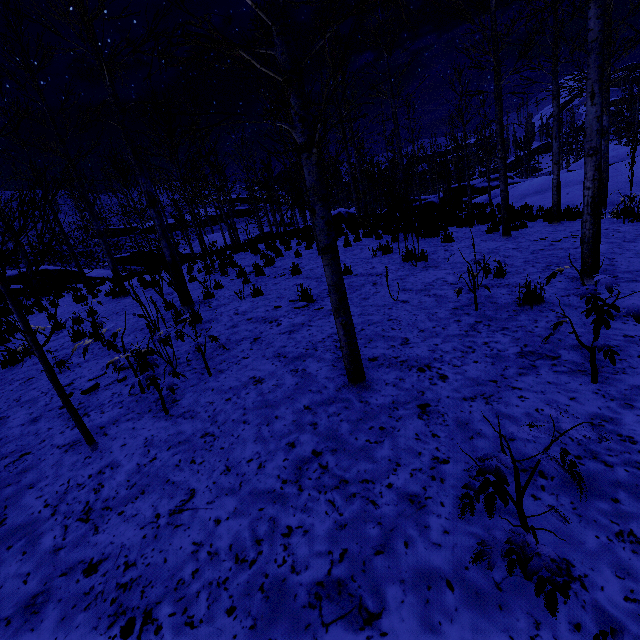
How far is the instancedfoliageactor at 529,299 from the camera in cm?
442

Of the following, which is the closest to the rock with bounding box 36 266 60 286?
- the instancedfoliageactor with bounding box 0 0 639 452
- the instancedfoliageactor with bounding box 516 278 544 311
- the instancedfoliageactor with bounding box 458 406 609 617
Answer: the instancedfoliageactor with bounding box 0 0 639 452

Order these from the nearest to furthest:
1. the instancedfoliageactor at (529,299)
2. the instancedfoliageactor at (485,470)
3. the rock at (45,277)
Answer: the instancedfoliageactor at (485,470), the instancedfoliageactor at (529,299), the rock at (45,277)

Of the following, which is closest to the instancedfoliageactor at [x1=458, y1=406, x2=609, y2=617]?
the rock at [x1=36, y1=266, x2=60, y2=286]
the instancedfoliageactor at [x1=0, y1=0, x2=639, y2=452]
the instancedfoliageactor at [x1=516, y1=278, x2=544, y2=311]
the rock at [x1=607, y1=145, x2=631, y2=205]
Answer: the instancedfoliageactor at [x1=0, y1=0, x2=639, y2=452]

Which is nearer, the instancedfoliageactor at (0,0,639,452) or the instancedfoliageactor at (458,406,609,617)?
the instancedfoliageactor at (458,406,609,617)

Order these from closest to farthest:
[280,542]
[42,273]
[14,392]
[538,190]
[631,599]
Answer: Result:
[631,599]
[280,542]
[14,392]
[538,190]
[42,273]

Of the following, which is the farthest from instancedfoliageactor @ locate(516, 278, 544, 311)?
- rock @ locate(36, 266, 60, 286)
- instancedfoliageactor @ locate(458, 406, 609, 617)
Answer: rock @ locate(36, 266, 60, 286)
